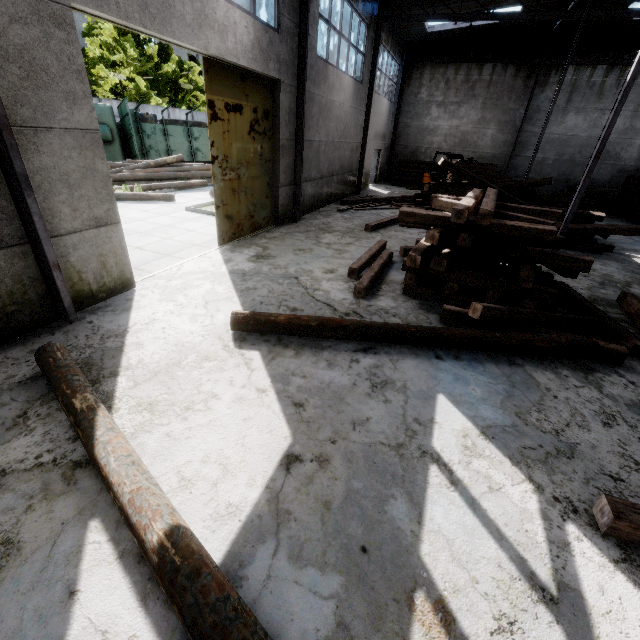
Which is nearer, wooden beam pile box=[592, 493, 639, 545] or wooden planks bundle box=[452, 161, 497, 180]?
wooden beam pile box=[592, 493, 639, 545]

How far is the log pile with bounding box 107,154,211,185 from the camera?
14.3 meters

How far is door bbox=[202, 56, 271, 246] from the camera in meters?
7.0

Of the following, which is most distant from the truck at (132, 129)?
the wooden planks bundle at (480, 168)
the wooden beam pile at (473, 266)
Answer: the wooden beam pile at (473, 266)

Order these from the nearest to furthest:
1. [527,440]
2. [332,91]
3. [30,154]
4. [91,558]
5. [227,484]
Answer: [91,558] < [227,484] < [527,440] < [30,154] < [332,91]

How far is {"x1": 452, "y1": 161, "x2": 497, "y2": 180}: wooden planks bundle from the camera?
16.0m

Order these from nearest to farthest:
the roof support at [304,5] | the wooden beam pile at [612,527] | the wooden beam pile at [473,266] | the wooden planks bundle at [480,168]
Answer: the wooden beam pile at [612,527]
the wooden beam pile at [473,266]
the roof support at [304,5]
the wooden planks bundle at [480,168]

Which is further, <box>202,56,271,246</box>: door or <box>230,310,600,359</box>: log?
<box>202,56,271,246</box>: door
